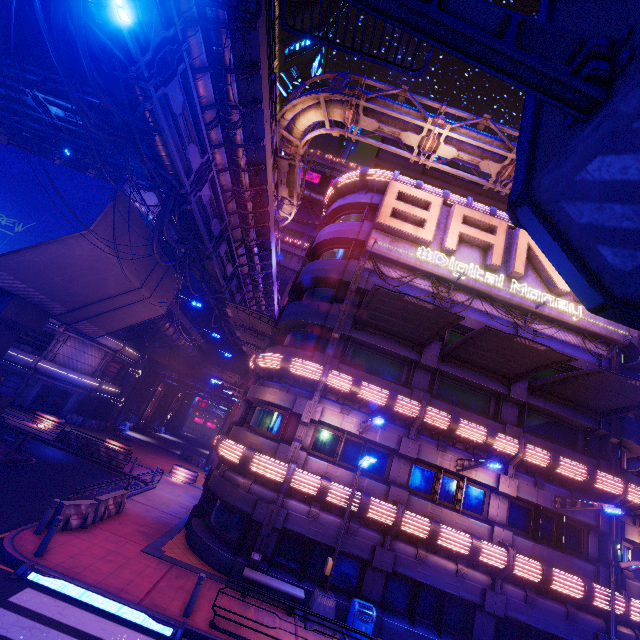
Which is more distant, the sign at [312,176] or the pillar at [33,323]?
the sign at [312,176]

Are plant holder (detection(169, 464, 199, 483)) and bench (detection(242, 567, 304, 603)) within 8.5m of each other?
no

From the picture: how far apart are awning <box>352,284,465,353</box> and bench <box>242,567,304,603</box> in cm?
1133

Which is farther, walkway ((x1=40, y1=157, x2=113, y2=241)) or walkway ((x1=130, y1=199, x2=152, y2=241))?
walkway ((x1=130, y1=199, x2=152, y2=241))

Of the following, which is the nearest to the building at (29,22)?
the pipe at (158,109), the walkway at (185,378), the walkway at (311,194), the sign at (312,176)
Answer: the pipe at (158,109)

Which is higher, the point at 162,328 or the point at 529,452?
the point at 162,328

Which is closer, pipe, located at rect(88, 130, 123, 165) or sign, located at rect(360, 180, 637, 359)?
sign, located at rect(360, 180, 637, 359)

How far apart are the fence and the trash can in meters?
10.4 m
